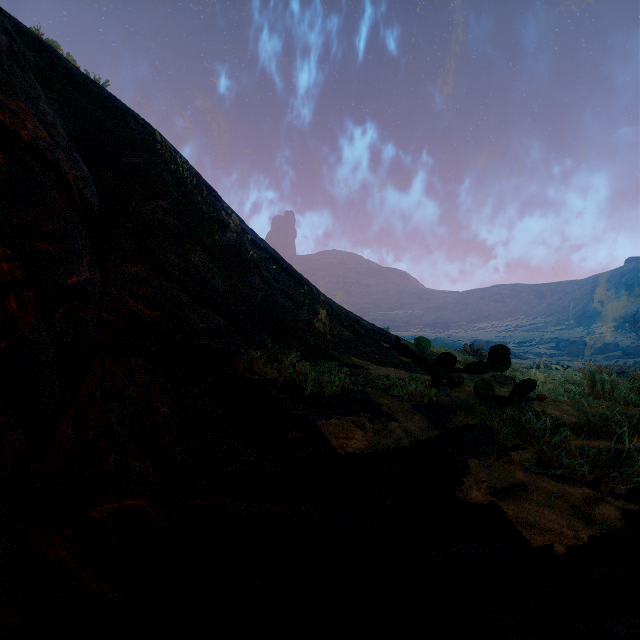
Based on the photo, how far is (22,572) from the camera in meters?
1.2 m
